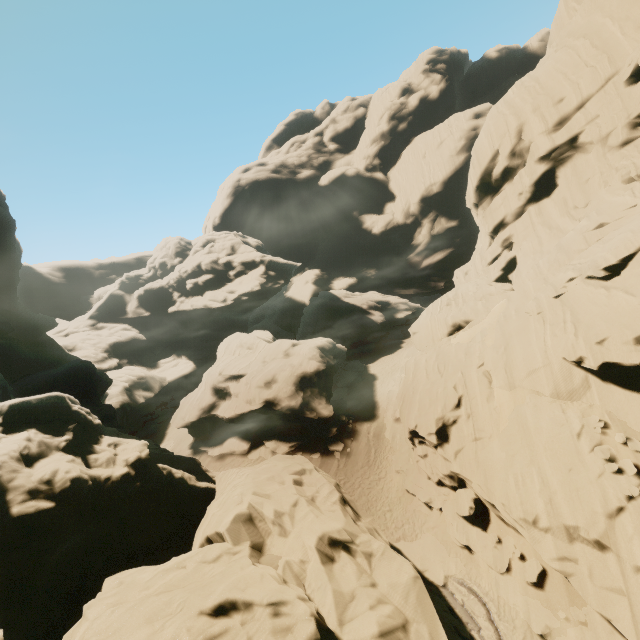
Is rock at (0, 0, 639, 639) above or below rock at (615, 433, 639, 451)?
below

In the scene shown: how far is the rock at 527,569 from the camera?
12.91m

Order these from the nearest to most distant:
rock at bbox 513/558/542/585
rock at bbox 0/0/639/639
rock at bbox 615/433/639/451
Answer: rock at bbox 0/0/639/639, rock at bbox 615/433/639/451, rock at bbox 513/558/542/585

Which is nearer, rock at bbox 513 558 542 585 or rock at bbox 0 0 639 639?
rock at bbox 0 0 639 639

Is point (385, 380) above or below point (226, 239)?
below

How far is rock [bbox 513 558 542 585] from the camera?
12.91m

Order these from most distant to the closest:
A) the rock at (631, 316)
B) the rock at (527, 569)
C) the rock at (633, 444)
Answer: the rock at (527, 569) → the rock at (633, 444) → the rock at (631, 316)
